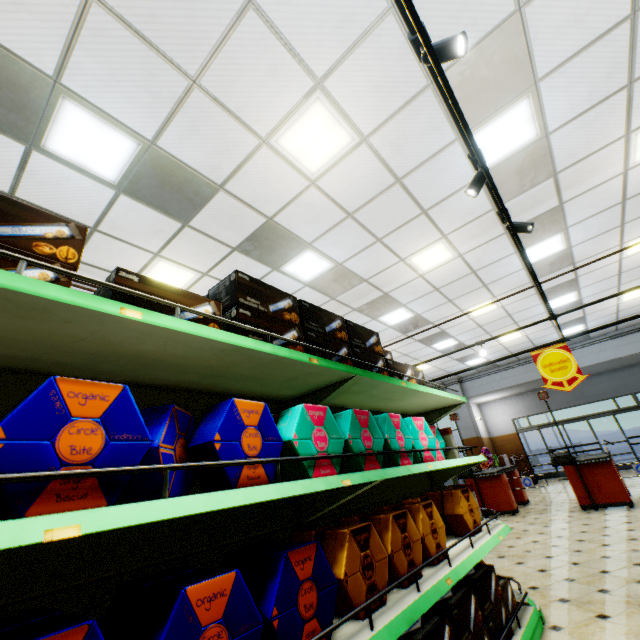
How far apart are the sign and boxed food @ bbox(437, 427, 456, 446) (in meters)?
2.97

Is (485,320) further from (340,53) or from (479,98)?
(340,53)

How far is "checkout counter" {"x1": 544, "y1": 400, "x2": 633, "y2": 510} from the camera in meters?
6.6 m

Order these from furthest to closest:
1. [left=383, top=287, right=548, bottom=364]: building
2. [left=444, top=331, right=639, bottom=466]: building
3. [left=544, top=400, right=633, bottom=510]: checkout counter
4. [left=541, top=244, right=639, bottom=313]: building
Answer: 1. [left=444, top=331, right=639, bottom=466]: building
2. [left=383, top=287, right=548, bottom=364]: building
3. [left=541, top=244, right=639, bottom=313]: building
4. [left=544, top=400, right=633, bottom=510]: checkout counter

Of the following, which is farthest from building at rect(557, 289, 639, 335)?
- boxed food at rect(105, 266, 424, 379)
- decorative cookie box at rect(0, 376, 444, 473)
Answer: boxed food at rect(105, 266, 424, 379)

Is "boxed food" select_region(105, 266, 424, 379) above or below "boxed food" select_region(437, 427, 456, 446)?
above

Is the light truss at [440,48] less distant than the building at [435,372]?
Yes

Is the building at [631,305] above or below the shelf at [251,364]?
above
